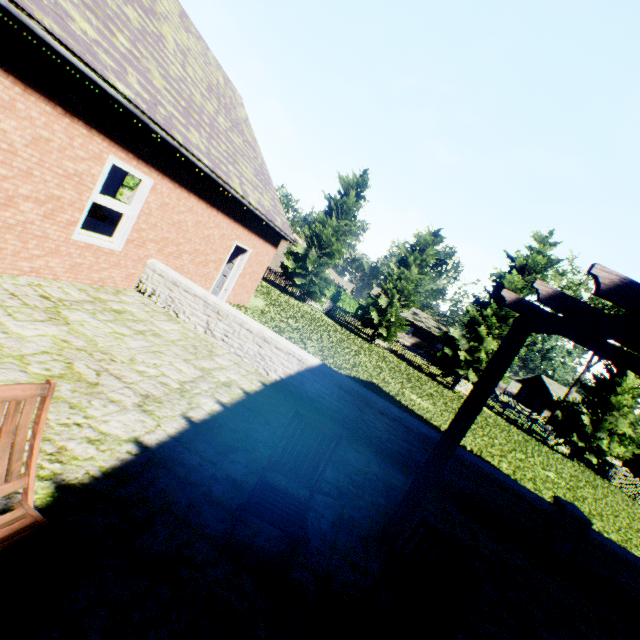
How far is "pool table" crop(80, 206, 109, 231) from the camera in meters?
9.8 m

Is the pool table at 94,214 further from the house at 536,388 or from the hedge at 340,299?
the house at 536,388

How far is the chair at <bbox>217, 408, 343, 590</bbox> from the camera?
2.4m

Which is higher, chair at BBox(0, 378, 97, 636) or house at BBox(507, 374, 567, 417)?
house at BBox(507, 374, 567, 417)

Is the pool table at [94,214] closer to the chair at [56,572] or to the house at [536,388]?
the chair at [56,572]

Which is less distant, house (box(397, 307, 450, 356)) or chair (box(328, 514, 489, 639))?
chair (box(328, 514, 489, 639))

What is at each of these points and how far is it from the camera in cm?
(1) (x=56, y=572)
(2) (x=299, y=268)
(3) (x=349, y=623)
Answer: (1) chair, 145
(2) tree, 2642
(3) chair, 196

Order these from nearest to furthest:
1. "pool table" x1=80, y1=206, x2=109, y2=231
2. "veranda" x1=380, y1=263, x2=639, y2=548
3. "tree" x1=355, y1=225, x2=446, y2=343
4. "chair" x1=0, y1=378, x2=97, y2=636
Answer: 1. "chair" x1=0, y1=378, x2=97, y2=636
2. "veranda" x1=380, y1=263, x2=639, y2=548
3. "pool table" x1=80, y1=206, x2=109, y2=231
4. "tree" x1=355, y1=225, x2=446, y2=343
